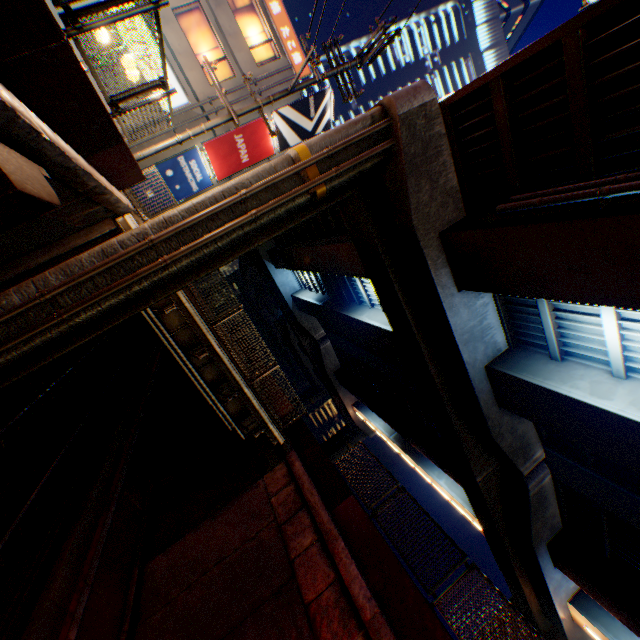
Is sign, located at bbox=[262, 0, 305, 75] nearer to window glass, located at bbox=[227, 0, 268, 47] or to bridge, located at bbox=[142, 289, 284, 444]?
window glass, located at bbox=[227, 0, 268, 47]

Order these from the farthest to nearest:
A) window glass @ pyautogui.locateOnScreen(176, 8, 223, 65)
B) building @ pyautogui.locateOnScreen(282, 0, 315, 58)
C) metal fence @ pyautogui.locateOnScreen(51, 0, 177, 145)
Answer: building @ pyautogui.locateOnScreen(282, 0, 315, 58) → window glass @ pyautogui.locateOnScreen(176, 8, 223, 65) → metal fence @ pyautogui.locateOnScreen(51, 0, 177, 145)

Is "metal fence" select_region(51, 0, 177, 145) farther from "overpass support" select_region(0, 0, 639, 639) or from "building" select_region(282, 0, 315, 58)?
→ "building" select_region(282, 0, 315, 58)

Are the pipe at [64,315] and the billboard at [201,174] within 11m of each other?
no

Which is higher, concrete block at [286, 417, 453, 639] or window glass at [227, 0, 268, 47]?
window glass at [227, 0, 268, 47]

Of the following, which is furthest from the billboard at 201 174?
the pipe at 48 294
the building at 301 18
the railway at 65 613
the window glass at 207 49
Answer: the building at 301 18

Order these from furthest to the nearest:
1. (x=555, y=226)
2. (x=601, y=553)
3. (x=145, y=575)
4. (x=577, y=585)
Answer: (x=577, y=585) < (x=601, y=553) < (x=145, y=575) < (x=555, y=226)

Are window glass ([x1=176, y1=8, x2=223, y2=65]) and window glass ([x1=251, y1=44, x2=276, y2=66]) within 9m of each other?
yes
